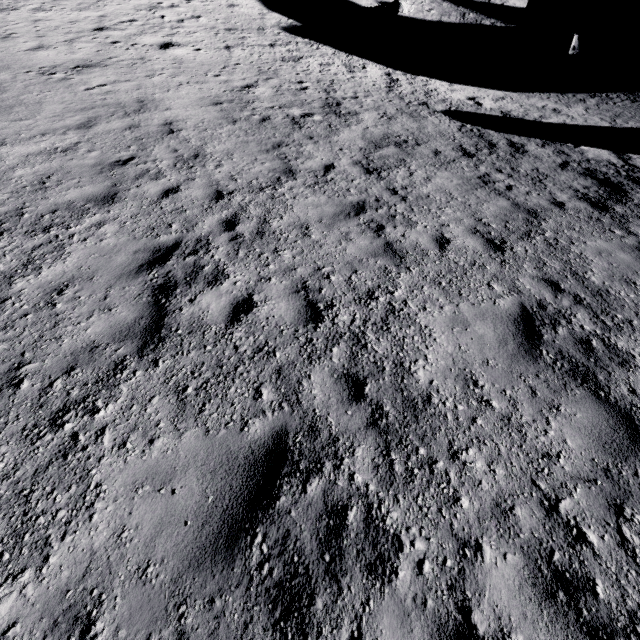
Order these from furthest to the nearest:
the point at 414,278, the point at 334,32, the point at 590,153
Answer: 1. the point at 334,32
2. the point at 590,153
3. the point at 414,278
